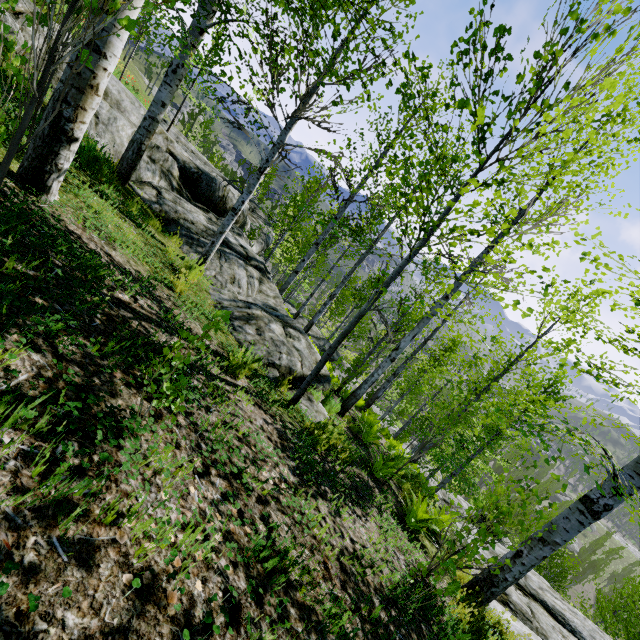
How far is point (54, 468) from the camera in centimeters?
134cm

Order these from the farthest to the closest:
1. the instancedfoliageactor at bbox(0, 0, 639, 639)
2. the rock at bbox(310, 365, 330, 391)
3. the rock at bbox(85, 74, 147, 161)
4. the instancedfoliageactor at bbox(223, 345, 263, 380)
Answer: the rock at bbox(85, 74, 147, 161), the rock at bbox(310, 365, 330, 391), the instancedfoliageactor at bbox(223, 345, 263, 380), the instancedfoliageactor at bbox(0, 0, 639, 639)

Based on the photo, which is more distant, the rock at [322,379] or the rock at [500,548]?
the rock at [500,548]

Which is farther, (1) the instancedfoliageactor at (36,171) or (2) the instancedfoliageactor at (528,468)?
(2) the instancedfoliageactor at (528,468)

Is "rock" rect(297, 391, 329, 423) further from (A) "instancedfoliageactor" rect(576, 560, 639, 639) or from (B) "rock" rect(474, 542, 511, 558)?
(A) "instancedfoliageactor" rect(576, 560, 639, 639)

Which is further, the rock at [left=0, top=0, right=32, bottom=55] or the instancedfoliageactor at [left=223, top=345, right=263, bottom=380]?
the rock at [left=0, top=0, right=32, bottom=55]

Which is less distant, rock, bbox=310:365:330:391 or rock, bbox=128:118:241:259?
rock, bbox=310:365:330:391
